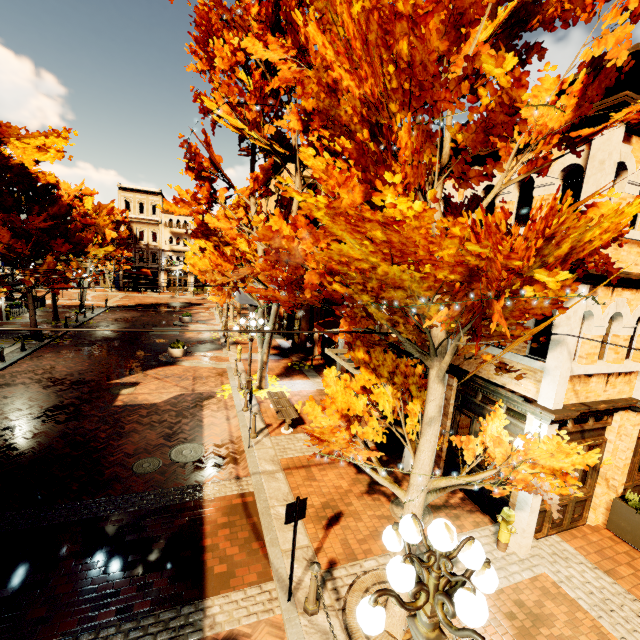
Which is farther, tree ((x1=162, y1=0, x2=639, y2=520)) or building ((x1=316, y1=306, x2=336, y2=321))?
building ((x1=316, y1=306, x2=336, y2=321))

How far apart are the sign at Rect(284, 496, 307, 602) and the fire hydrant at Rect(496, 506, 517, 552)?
4.59m

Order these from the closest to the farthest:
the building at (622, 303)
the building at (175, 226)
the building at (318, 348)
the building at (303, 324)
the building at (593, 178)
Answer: the building at (593, 178), the building at (622, 303), the building at (318, 348), the building at (303, 324), the building at (175, 226)

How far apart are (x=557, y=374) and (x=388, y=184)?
5.3 meters

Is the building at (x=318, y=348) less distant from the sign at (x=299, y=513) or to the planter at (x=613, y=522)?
the planter at (x=613, y=522)

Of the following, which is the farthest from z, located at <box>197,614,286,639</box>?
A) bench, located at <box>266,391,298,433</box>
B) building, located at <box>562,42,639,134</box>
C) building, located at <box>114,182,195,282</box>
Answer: building, located at <box>114,182,195,282</box>

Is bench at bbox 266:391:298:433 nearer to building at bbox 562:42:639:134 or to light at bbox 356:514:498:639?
building at bbox 562:42:639:134

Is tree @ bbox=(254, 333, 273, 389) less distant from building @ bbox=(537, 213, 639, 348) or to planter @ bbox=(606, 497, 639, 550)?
building @ bbox=(537, 213, 639, 348)
